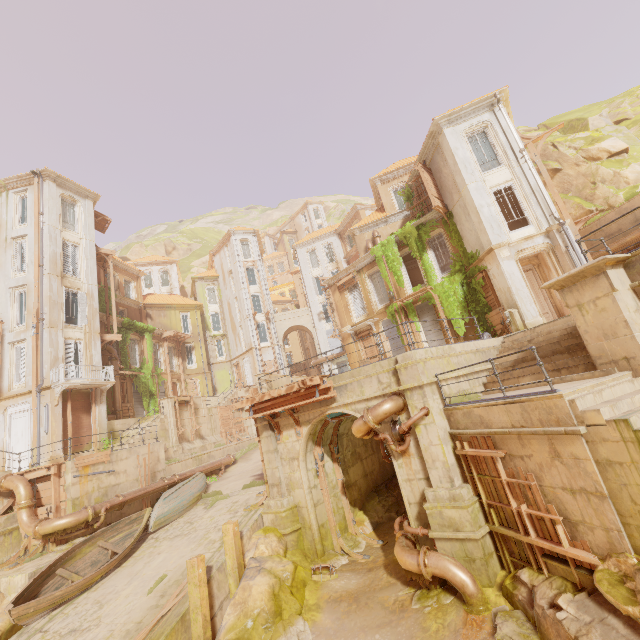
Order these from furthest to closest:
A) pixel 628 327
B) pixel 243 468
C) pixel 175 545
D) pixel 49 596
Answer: pixel 243 468 < pixel 175 545 < pixel 49 596 < pixel 628 327

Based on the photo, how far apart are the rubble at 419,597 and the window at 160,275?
46.9m

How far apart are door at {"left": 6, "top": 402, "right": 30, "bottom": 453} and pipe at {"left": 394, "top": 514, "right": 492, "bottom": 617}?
20.69m

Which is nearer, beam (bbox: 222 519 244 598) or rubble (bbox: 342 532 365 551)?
beam (bbox: 222 519 244 598)

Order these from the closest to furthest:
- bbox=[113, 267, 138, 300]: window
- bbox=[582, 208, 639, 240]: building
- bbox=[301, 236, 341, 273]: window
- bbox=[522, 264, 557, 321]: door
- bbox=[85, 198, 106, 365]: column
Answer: bbox=[582, 208, 639, 240]: building → bbox=[522, 264, 557, 321]: door → bbox=[85, 198, 106, 365]: column → bbox=[113, 267, 138, 300]: window → bbox=[301, 236, 341, 273]: window

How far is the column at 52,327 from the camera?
19.0 meters

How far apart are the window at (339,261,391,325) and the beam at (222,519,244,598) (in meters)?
16.47

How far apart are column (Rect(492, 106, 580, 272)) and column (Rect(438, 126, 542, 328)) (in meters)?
1.61
